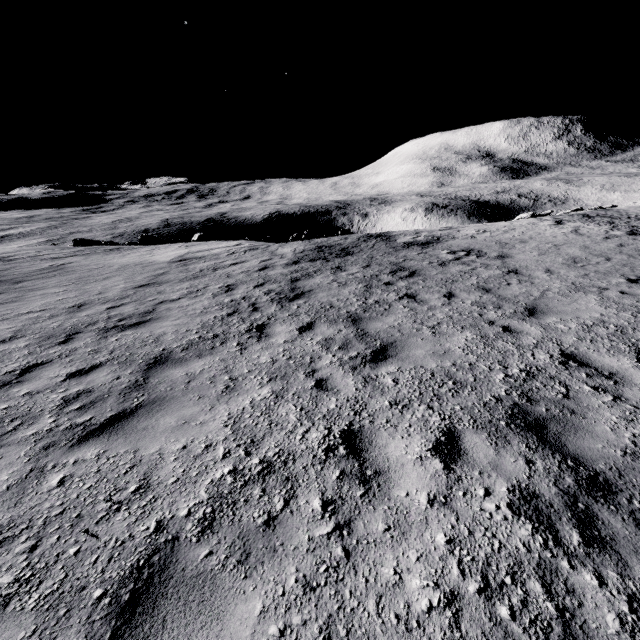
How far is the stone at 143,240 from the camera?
23.50m

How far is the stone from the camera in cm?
2350

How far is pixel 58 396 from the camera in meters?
4.8
